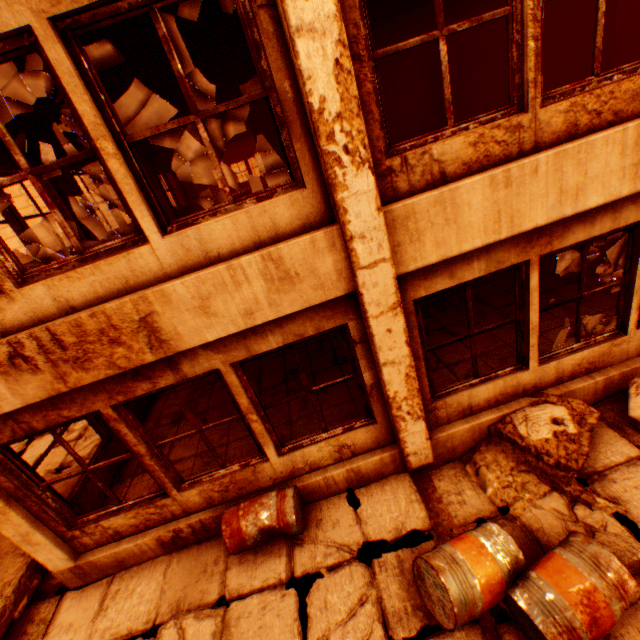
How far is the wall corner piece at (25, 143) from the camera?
5.70m

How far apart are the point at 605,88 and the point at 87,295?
5.2 meters

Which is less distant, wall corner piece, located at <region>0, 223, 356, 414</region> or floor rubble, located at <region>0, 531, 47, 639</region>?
wall corner piece, located at <region>0, 223, 356, 414</region>

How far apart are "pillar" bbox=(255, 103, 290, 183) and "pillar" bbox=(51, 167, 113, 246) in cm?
631

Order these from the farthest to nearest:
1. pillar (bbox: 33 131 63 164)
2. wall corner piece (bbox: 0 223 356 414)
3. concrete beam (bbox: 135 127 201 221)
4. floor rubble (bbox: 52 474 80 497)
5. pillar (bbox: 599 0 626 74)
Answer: concrete beam (bbox: 135 127 201 221) → pillar (bbox: 599 0 626 74) → pillar (bbox: 33 131 63 164) → floor rubble (bbox: 52 474 80 497) → wall corner piece (bbox: 0 223 356 414)

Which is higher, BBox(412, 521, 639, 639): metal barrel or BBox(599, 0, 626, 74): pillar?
BBox(599, 0, 626, 74): pillar

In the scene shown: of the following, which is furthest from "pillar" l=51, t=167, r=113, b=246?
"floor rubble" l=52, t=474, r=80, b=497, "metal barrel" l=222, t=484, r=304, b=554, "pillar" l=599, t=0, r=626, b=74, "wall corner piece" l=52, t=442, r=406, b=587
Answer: "pillar" l=599, t=0, r=626, b=74

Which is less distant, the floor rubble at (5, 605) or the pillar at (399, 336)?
the pillar at (399, 336)
